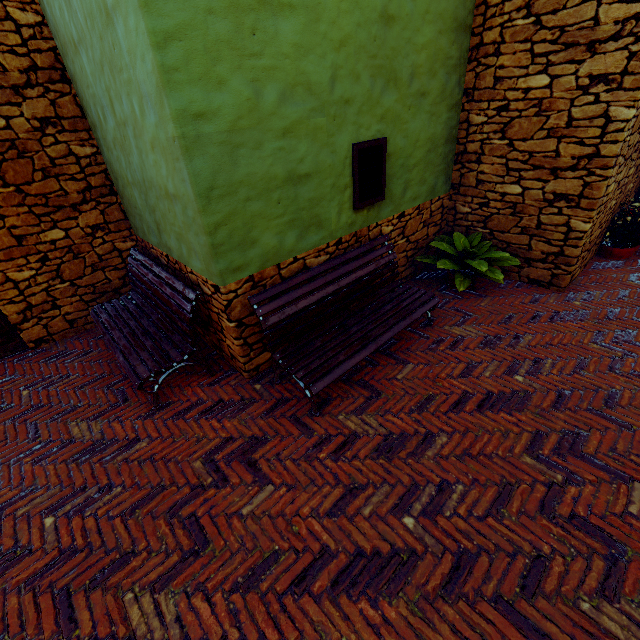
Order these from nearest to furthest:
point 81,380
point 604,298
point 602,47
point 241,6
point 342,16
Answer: point 241,6 → point 342,16 → point 602,47 → point 81,380 → point 604,298

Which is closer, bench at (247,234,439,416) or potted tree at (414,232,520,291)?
bench at (247,234,439,416)

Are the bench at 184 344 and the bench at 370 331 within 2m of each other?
yes

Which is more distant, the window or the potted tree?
the potted tree

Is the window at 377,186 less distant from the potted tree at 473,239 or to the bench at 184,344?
the potted tree at 473,239

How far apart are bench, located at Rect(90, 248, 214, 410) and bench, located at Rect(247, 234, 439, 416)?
0.56m

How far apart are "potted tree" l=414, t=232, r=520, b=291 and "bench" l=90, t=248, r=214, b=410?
3.3m

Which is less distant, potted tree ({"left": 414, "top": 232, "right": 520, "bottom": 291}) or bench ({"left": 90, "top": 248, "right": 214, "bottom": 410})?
bench ({"left": 90, "top": 248, "right": 214, "bottom": 410})
